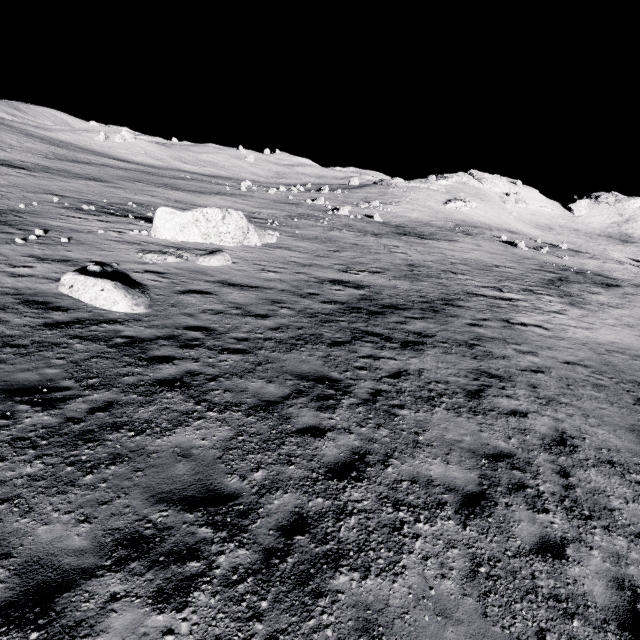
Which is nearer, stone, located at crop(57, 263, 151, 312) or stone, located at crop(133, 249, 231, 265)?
stone, located at crop(57, 263, 151, 312)

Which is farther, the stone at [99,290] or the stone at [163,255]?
the stone at [163,255]

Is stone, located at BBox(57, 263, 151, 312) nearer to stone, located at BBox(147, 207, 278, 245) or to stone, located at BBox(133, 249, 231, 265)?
stone, located at BBox(133, 249, 231, 265)

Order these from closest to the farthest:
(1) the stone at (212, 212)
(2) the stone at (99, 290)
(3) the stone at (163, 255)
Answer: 1. (2) the stone at (99, 290)
2. (3) the stone at (163, 255)
3. (1) the stone at (212, 212)

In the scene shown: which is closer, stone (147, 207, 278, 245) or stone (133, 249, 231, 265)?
stone (133, 249, 231, 265)

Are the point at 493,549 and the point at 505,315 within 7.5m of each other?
no
